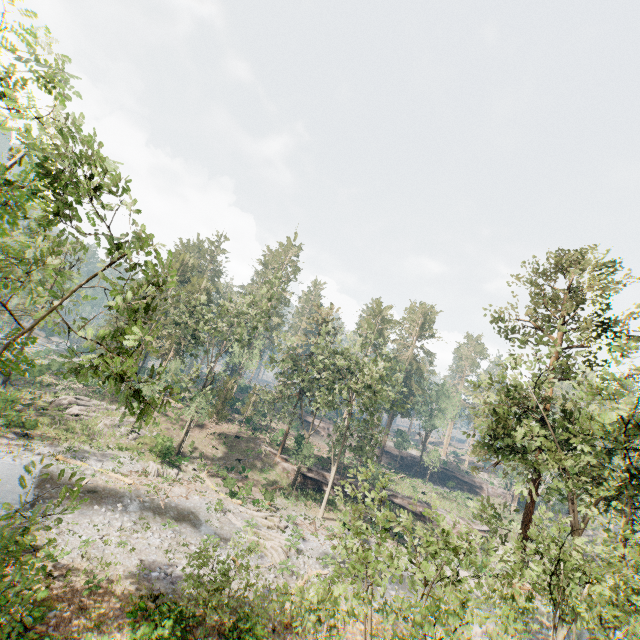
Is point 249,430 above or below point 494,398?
below

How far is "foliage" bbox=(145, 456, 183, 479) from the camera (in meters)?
28.92

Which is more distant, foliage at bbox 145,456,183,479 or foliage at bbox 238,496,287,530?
foliage at bbox 145,456,183,479

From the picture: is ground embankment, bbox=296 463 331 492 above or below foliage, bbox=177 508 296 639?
above

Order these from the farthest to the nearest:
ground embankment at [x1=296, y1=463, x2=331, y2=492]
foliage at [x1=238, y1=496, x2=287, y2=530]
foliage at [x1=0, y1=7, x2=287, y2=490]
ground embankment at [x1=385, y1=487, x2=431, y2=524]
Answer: ground embankment at [x1=385, y1=487, x2=431, y2=524]
ground embankment at [x1=296, y1=463, x2=331, y2=492]
foliage at [x1=238, y1=496, x2=287, y2=530]
foliage at [x1=0, y1=7, x2=287, y2=490]

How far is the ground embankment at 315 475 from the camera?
39.1 meters

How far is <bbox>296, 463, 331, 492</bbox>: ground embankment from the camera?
39.1m

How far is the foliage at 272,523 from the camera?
27.34m
